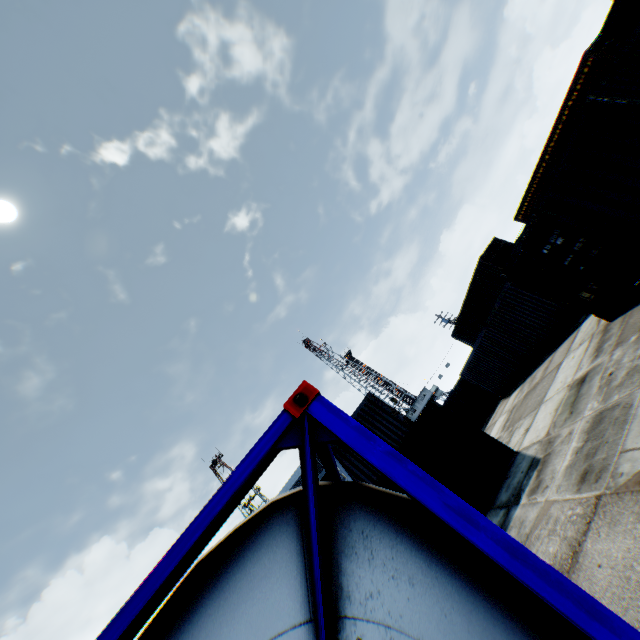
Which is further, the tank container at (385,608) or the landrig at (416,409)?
the landrig at (416,409)

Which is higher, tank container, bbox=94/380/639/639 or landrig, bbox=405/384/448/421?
landrig, bbox=405/384/448/421

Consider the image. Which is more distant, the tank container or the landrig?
the landrig

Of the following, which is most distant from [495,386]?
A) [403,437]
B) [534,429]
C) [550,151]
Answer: [550,151]

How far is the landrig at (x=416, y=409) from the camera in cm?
5541

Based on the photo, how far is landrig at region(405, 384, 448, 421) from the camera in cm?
5541
